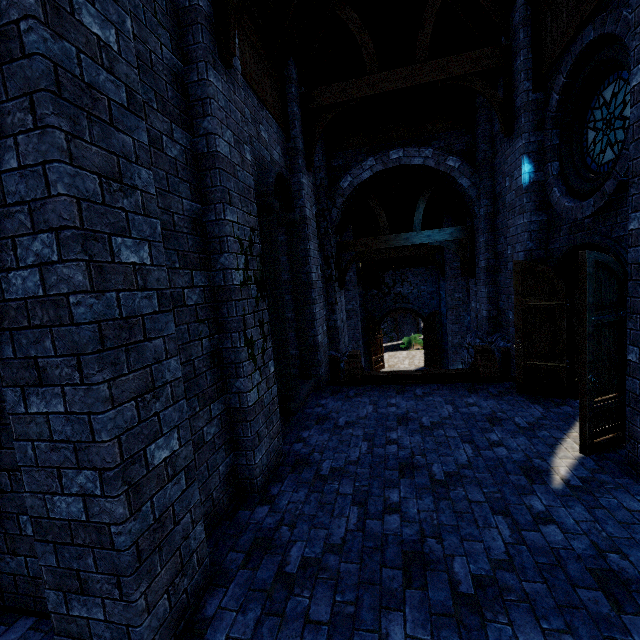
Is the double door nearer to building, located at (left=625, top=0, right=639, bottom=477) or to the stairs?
building, located at (left=625, top=0, right=639, bottom=477)

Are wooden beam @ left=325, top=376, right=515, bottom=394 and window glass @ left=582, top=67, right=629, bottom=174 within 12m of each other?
yes

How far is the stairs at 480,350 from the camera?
7.0m

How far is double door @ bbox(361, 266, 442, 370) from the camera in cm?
1845

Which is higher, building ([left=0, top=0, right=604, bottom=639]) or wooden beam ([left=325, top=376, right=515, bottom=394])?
building ([left=0, top=0, right=604, bottom=639])

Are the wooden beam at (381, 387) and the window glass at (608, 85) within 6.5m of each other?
yes

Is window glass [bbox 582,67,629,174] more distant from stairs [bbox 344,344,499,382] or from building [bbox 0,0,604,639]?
stairs [bbox 344,344,499,382]

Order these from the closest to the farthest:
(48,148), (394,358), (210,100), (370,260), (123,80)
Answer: (48,148)
(123,80)
(210,100)
(370,260)
(394,358)
